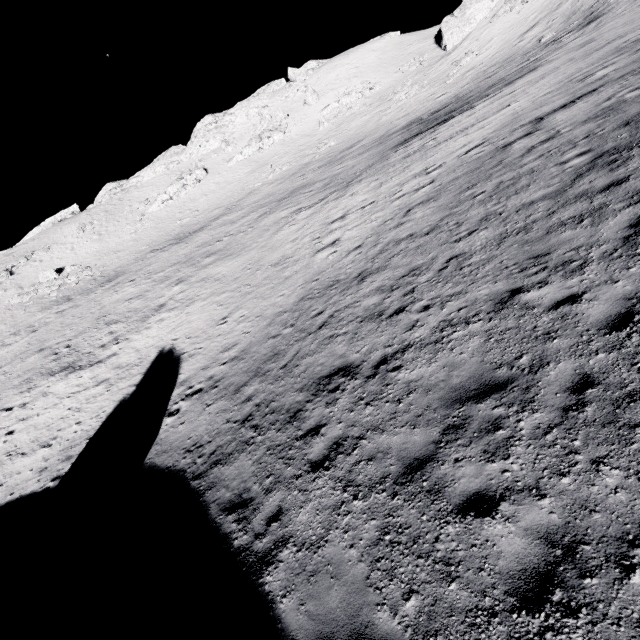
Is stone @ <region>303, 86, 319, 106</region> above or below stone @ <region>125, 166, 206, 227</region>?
above

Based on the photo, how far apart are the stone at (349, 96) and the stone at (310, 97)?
3.5m

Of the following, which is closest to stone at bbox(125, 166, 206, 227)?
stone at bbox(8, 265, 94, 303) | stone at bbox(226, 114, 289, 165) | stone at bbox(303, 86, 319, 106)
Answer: stone at bbox(226, 114, 289, 165)

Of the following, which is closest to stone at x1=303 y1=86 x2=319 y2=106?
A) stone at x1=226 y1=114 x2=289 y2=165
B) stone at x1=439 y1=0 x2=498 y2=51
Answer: stone at x1=226 y1=114 x2=289 y2=165

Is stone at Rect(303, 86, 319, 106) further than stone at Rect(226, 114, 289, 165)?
Yes

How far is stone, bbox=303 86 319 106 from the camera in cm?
5753

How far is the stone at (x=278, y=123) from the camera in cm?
5612

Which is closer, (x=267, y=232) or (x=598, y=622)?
(x=598, y=622)
